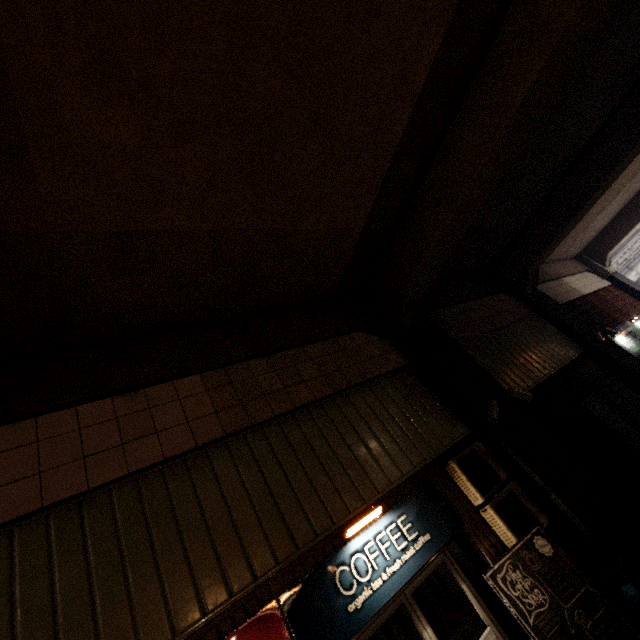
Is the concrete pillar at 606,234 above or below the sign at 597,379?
above

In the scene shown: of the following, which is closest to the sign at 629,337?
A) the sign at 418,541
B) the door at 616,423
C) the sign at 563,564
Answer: the door at 616,423

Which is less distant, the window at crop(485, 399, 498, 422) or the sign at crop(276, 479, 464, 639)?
the sign at crop(276, 479, 464, 639)

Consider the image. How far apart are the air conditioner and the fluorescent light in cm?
153

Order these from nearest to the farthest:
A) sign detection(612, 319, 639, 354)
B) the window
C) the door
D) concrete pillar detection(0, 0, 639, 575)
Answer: concrete pillar detection(0, 0, 639, 575) < the window < the door < sign detection(612, 319, 639, 354)

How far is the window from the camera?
5.9m

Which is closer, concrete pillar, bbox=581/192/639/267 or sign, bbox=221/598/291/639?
sign, bbox=221/598/291/639

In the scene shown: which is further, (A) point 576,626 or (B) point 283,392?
(B) point 283,392
